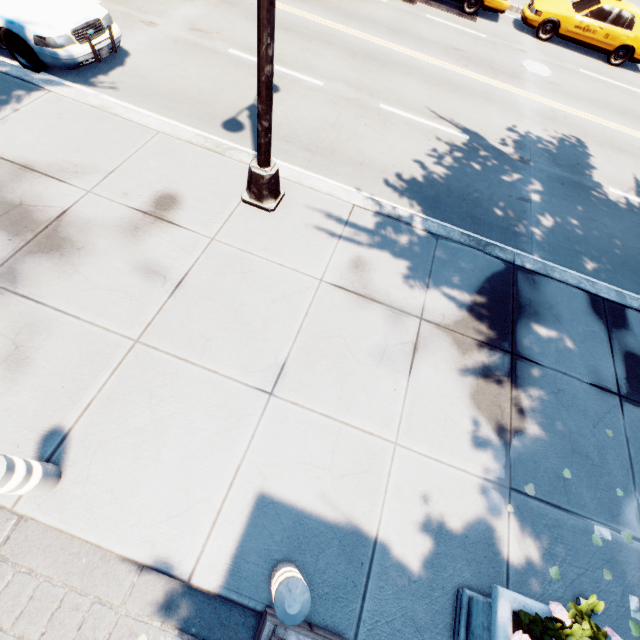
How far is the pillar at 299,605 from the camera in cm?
228

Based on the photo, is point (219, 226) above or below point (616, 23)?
below

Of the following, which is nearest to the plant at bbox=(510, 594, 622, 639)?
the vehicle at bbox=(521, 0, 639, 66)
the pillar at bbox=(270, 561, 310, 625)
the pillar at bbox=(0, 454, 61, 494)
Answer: the pillar at bbox=(270, 561, 310, 625)

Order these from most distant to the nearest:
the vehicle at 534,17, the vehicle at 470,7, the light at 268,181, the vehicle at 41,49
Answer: the vehicle at 470,7
the vehicle at 534,17
the vehicle at 41,49
the light at 268,181

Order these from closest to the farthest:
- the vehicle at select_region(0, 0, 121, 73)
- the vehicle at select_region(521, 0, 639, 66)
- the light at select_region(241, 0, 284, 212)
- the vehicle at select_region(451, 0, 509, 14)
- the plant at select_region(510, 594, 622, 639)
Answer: the plant at select_region(510, 594, 622, 639) → the light at select_region(241, 0, 284, 212) → the vehicle at select_region(0, 0, 121, 73) → the vehicle at select_region(521, 0, 639, 66) → the vehicle at select_region(451, 0, 509, 14)

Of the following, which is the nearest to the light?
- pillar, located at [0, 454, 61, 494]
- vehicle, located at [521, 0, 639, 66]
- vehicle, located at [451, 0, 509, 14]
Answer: pillar, located at [0, 454, 61, 494]

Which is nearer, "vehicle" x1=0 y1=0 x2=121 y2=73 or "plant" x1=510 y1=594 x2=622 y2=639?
"plant" x1=510 y1=594 x2=622 y2=639

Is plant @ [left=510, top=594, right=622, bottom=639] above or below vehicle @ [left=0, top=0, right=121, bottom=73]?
above
